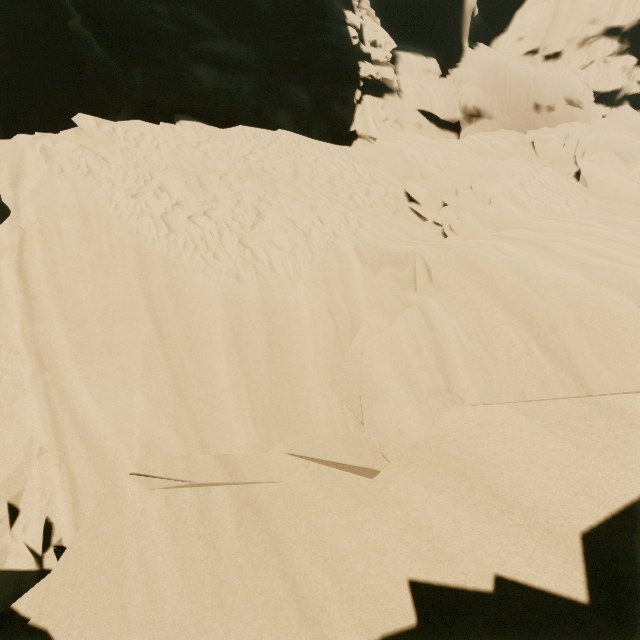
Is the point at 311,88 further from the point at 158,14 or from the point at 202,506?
the point at 202,506
